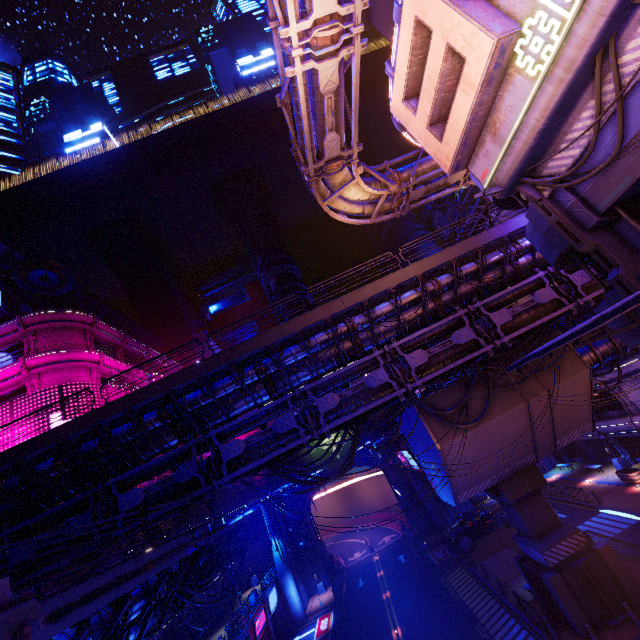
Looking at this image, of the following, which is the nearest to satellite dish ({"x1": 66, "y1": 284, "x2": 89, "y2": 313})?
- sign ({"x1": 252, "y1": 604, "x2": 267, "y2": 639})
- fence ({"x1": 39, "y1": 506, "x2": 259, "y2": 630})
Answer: fence ({"x1": 39, "y1": 506, "x2": 259, "y2": 630})

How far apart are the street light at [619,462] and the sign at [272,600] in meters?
37.2 m

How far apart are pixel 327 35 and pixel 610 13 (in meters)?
8.03

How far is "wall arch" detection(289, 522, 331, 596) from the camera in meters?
41.2 m

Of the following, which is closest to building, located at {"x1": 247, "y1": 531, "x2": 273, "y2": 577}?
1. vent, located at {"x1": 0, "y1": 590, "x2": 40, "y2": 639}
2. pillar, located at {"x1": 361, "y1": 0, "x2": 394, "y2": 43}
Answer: pillar, located at {"x1": 361, "y1": 0, "x2": 394, "y2": 43}

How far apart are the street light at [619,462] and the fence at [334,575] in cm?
3255

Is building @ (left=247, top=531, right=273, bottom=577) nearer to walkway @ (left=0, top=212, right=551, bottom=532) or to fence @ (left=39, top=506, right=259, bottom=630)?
walkway @ (left=0, top=212, right=551, bottom=532)

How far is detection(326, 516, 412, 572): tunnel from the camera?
45.59m
